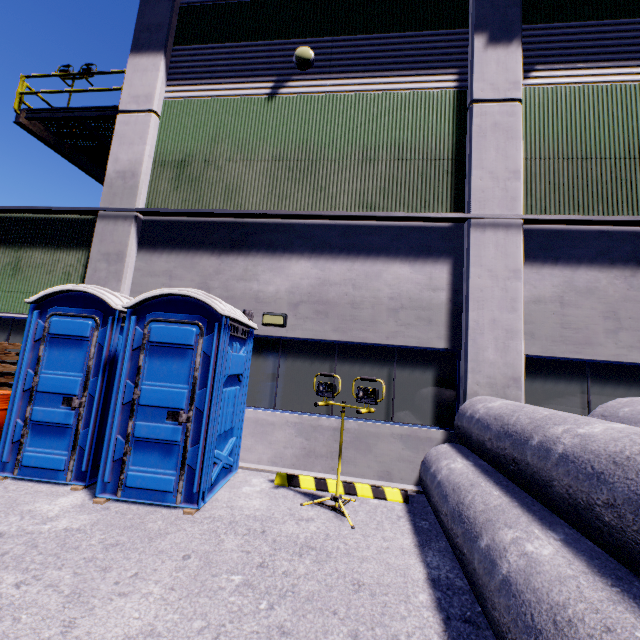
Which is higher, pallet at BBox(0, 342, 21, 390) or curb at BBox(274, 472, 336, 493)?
pallet at BBox(0, 342, 21, 390)

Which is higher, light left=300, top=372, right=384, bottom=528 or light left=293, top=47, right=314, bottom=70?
light left=293, top=47, right=314, bottom=70

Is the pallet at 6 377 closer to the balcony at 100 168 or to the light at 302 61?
the balcony at 100 168

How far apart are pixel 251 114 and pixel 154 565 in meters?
8.3 m

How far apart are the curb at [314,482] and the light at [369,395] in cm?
18

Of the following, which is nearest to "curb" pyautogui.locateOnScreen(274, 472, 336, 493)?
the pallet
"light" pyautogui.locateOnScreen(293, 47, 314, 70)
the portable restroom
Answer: the portable restroom

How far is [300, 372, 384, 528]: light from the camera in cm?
447

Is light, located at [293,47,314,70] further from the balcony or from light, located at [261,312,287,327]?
light, located at [261,312,287,327]
